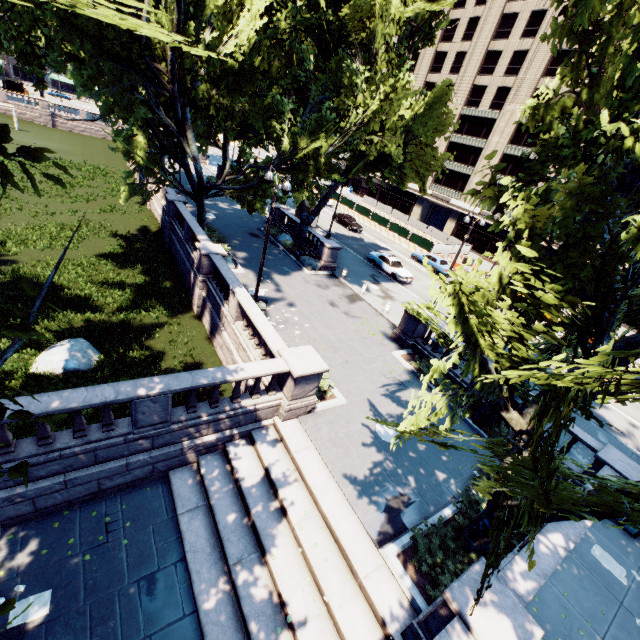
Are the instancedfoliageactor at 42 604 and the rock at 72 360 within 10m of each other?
yes

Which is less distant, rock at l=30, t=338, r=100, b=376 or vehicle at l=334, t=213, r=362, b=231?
rock at l=30, t=338, r=100, b=376

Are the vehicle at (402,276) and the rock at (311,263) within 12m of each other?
yes

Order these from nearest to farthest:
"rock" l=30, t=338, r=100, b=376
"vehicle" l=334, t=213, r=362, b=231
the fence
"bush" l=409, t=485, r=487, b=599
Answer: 1. "bush" l=409, t=485, r=487, b=599
2. "rock" l=30, t=338, r=100, b=376
3. the fence
4. "vehicle" l=334, t=213, r=362, b=231

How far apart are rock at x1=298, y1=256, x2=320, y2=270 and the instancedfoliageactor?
21.60m

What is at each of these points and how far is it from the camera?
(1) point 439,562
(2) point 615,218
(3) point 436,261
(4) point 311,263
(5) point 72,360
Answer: (1) bush, 8.8 meters
(2) tree, 8.4 meters
(3) vehicle, 34.8 meters
(4) rock, 25.8 meters
(5) rock, 13.5 meters

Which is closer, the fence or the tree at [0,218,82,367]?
the tree at [0,218,82,367]

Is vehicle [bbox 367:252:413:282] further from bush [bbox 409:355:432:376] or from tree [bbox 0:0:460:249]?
bush [bbox 409:355:432:376]
